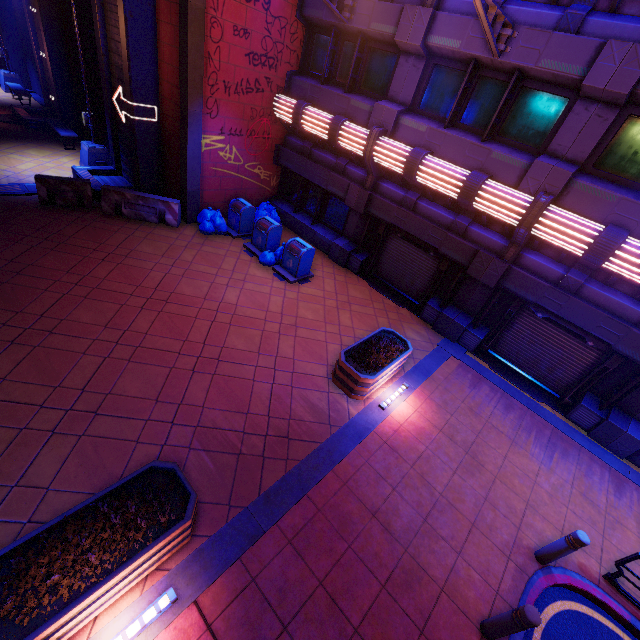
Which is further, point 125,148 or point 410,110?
point 125,148

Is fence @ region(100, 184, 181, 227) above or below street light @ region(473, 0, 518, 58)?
below

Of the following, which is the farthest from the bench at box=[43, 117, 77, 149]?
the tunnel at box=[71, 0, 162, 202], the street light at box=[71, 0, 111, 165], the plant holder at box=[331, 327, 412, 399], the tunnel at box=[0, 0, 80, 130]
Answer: the plant holder at box=[331, 327, 412, 399]

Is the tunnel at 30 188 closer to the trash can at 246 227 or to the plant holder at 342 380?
the trash can at 246 227

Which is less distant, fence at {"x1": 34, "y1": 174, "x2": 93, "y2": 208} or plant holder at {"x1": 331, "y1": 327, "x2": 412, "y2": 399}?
plant holder at {"x1": 331, "y1": 327, "x2": 412, "y2": 399}

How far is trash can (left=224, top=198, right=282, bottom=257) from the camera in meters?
11.5 m

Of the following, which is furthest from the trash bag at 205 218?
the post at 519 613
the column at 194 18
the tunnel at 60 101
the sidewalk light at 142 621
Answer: the post at 519 613

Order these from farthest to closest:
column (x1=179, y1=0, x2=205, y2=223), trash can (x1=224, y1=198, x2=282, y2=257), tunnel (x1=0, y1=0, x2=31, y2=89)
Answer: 1. tunnel (x1=0, y1=0, x2=31, y2=89)
2. trash can (x1=224, y1=198, x2=282, y2=257)
3. column (x1=179, y1=0, x2=205, y2=223)
